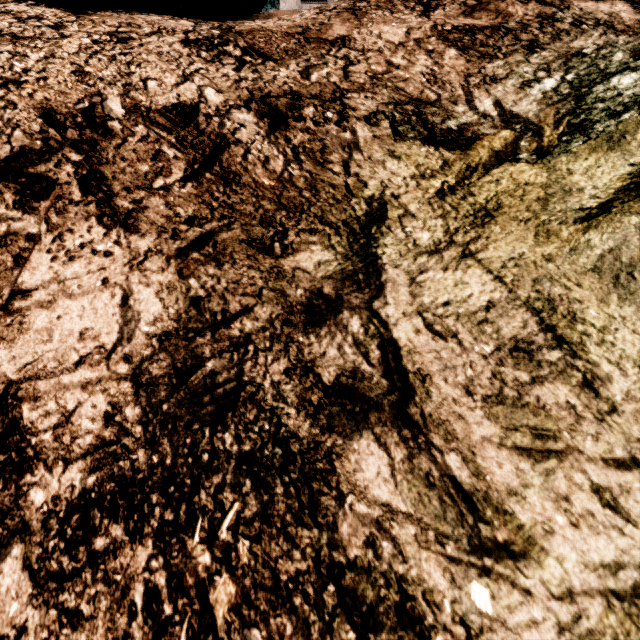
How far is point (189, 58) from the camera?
2.6m
